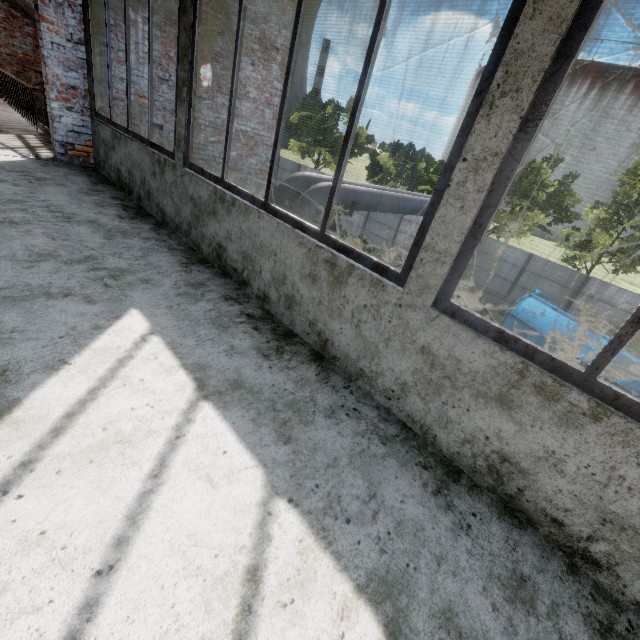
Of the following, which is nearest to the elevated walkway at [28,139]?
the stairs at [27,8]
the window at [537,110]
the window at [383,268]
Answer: the stairs at [27,8]

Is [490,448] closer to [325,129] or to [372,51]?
[372,51]

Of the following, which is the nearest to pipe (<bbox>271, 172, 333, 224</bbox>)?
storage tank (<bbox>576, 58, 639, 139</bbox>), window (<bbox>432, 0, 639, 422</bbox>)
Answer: window (<bbox>432, 0, 639, 422</bbox>)

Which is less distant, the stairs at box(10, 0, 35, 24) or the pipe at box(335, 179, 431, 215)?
the pipe at box(335, 179, 431, 215)

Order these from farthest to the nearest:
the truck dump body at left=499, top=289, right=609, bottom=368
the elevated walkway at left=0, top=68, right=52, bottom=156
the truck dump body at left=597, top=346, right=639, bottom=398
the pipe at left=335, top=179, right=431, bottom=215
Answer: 1. the truck dump body at left=499, top=289, right=609, bottom=368
2. the truck dump body at left=597, top=346, right=639, bottom=398
3. the pipe at left=335, top=179, right=431, bottom=215
4. the elevated walkway at left=0, top=68, right=52, bottom=156

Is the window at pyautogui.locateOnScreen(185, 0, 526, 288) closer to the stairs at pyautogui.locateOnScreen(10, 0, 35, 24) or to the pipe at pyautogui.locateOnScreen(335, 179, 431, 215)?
the pipe at pyautogui.locateOnScreen(335, 179, 431, 215)

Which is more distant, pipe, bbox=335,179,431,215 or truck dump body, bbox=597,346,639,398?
truck dump body, bbox=597,346,639,398

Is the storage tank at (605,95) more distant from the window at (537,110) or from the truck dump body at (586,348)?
the window at (537,110)
